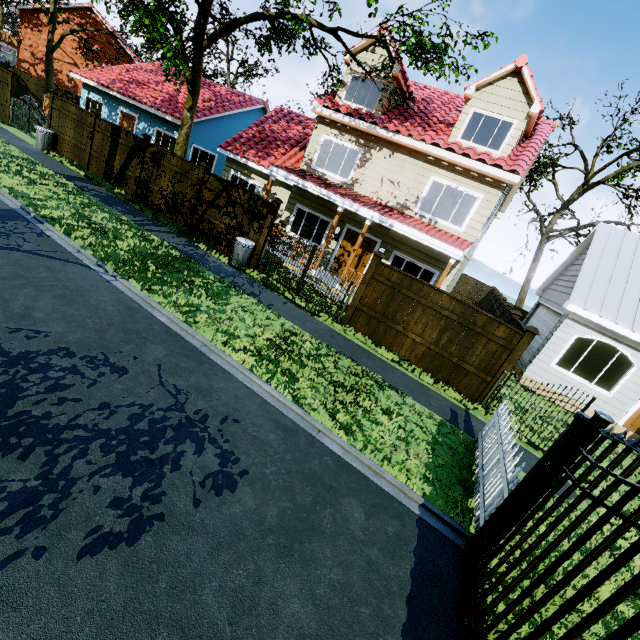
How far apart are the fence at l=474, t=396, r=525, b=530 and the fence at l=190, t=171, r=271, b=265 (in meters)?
8.55

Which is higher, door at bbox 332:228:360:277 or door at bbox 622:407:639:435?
door at bbox 332:228:360:277

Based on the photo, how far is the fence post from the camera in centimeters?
790cm

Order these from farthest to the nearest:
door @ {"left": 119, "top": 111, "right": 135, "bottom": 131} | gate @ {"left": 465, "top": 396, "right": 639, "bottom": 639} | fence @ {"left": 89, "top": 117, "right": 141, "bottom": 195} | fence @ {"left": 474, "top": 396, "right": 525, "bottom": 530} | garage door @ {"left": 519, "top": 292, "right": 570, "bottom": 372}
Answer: door @ {"left": 119, "top": 111, "right": 135, "bottom": 131} < fence @ {"left": 89, "top": 117, "right": 141, "bottom": 195} < garage door @ {"left": 519, "top": 292, "right": 570, "bottom": 372} < fence @ {"left": 474, "top": 396, "right": 525, "bottom": 530} < gate @ {"left": 465, "top": 396, "right": 639, "bottom": 639}

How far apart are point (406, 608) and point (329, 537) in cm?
102

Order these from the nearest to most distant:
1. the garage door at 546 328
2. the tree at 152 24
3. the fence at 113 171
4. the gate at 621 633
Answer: the gate at 621 633 → the tree at 152 24 → the garage door at 546 328 → the fence at 113 171

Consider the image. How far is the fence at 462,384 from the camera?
8.4 meters

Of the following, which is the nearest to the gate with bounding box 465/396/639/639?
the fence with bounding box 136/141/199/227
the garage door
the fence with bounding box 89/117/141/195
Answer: the garage door
